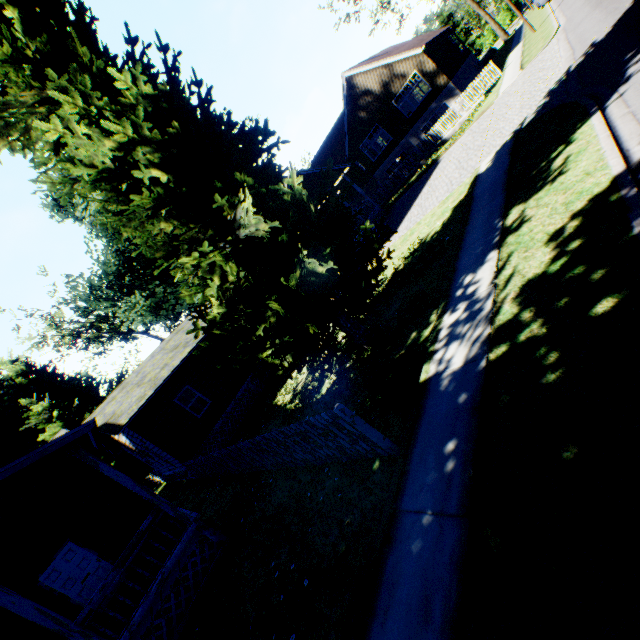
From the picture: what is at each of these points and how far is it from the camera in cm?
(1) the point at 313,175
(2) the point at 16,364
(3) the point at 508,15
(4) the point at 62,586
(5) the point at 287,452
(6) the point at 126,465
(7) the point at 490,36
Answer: (1) house, 2131
(2) plant, 4378
(3) hedge, 4984
(4) door, 985
(5) fence, 725
(6) plant, 3456
(7) hedge, 5212

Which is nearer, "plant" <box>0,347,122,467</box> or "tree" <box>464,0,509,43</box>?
"plant" <box>0,347,122,467</box>

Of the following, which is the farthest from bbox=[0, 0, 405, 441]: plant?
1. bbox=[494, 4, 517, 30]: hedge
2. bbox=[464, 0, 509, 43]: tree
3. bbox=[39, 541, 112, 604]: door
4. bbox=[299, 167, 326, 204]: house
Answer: bbox=[494, 4, 517, 30]: hedge

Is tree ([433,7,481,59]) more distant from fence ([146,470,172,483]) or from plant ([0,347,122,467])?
plant ([0,347,122,467])

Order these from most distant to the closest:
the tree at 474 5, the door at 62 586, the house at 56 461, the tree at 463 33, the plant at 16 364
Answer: the tree at 463 33 → the tree at 474 5 → the plant at 16 364 → the door at 62 586 → the house at 56 461

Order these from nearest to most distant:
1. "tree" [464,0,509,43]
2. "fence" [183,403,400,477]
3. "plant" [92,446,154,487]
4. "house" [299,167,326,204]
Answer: "fence" [183,403,400,477]
"house" [299,167,326,204]
"plant" [92,446,154,487]
"tree" [464,0,509,43]

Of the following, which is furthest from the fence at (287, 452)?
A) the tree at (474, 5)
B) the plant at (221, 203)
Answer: the tree at (474, 5)
